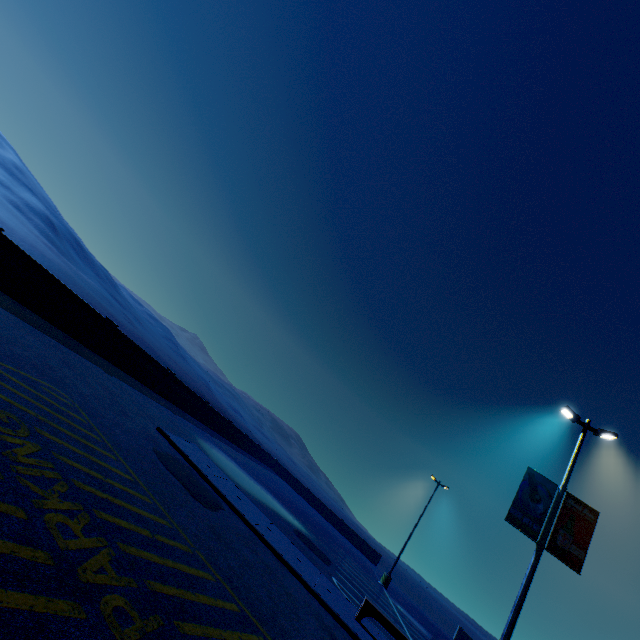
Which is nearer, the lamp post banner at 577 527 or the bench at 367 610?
the bench at 367 610

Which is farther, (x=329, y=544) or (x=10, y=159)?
(x=10, y=159)

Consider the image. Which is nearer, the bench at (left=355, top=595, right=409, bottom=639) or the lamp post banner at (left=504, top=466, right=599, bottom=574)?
the bench at (left=355, top=595, right=409, bottom=639)

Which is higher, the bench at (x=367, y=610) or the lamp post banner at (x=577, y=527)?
the lamp post banner at (x=577, y=527)

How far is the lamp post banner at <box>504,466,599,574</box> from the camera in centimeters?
998cm

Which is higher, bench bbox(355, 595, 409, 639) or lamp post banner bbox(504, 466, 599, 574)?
lamp post banner bbox(504, 466, 599, 574)
